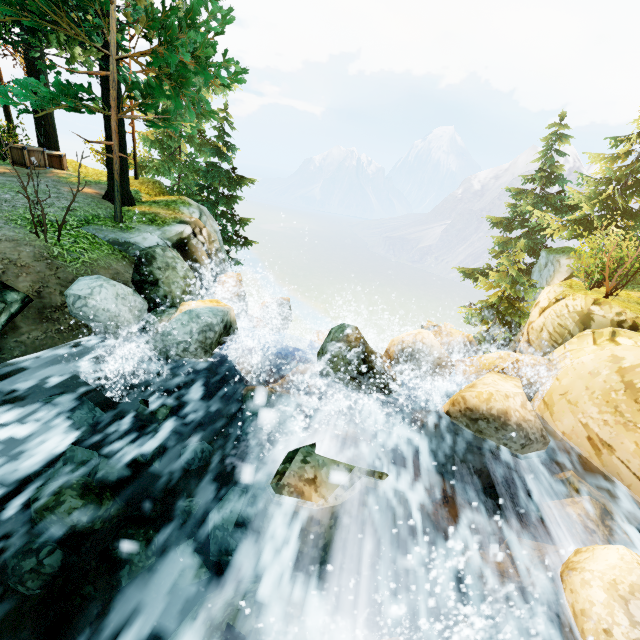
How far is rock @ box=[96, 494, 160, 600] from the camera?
4.04m

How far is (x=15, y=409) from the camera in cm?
524

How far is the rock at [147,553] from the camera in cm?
404

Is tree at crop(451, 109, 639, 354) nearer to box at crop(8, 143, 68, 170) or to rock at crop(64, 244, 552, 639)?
box at crop(8, 143, 68, 170)

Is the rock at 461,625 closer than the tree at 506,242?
Yes

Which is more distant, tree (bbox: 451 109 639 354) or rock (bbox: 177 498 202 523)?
tree (bbox: 451 109 639 354)
